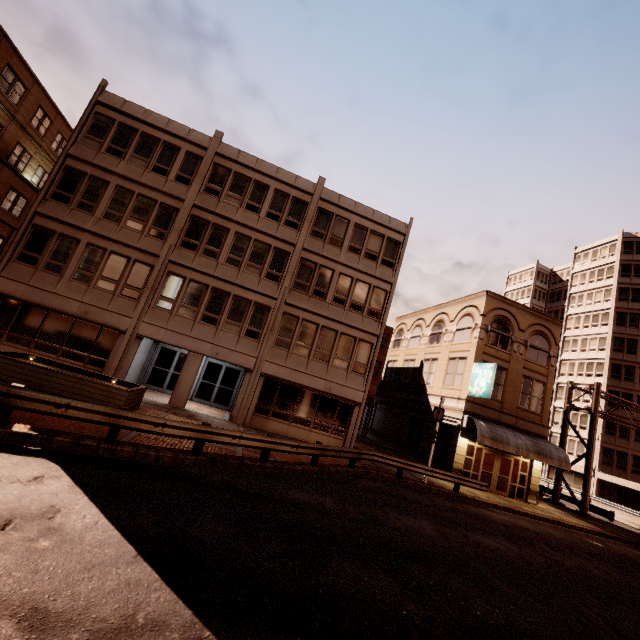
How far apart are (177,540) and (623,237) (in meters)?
65.57

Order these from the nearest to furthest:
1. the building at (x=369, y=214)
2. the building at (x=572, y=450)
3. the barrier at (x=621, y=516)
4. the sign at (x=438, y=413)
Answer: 1. the building at (x=369, y=214)
2. the sign at (x=438, y=413)
3. the barrier at (x=621, y=516)
4. the building at (x=572, y=450)

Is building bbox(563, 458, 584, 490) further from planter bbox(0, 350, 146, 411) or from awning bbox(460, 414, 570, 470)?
planter bbox(0, 350, 146, 411)

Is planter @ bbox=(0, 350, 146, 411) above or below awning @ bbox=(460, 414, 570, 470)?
below

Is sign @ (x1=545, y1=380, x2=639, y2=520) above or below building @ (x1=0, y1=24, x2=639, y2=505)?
above

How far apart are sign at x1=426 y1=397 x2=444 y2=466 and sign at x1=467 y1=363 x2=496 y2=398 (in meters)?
3.54

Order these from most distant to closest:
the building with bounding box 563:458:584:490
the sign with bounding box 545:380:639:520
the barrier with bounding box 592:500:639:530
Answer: the building with bounding box 563:458:584:490 → the barrier with bounding box 592:500:639:530 → the sign with bounding box 545:380:639:520

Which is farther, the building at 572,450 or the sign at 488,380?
the building at 572,450
